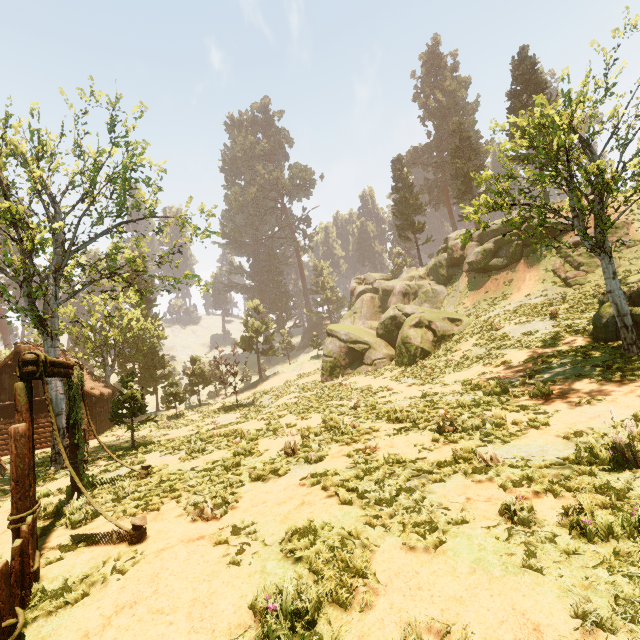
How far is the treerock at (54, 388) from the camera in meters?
13.5

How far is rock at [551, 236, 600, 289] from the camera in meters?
21.9

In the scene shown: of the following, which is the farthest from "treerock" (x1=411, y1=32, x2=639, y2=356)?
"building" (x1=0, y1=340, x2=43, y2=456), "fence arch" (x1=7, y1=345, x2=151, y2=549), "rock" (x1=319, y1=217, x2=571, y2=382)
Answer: "fence arch" (x1=7, y1=345, x2=151, y2=549)

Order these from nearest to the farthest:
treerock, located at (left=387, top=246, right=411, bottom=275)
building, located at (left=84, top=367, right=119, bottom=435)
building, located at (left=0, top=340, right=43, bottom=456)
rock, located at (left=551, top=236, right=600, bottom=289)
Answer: rock, located at (left=551, top=236, right=600, bottom=289)
building, located at (left=0, top=340, right=43, bottom=456)
building, located at (left=84, top=367, right=119, bottom=435)
treerock, located at (left=387, top=246, right=411, bottom=275)

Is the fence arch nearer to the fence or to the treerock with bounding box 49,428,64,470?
the fence

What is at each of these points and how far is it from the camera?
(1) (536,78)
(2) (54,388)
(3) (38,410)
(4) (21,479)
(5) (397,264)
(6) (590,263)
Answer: (1) treerock, 30.7m
(2) treerock, 13.6m
(3) building, 23.8m
(4) fence arch, 5.3m
(5) treerock, 56.4m
(6) rock, 22.2m

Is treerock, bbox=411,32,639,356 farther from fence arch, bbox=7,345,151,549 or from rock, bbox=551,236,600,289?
fence arch, bbox=7,345,151,549

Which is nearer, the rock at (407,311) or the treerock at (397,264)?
the rock at (407,311)
